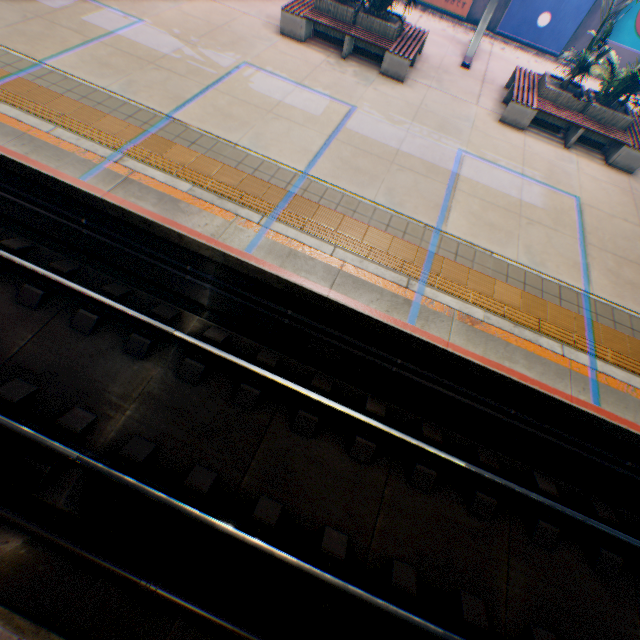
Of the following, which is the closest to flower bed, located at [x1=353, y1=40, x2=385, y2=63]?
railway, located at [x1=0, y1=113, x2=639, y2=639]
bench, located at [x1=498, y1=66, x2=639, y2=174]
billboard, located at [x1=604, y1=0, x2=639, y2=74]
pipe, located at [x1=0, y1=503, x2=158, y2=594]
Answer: bench, located at [x1=498, y1=66, x2=639, y2=174]

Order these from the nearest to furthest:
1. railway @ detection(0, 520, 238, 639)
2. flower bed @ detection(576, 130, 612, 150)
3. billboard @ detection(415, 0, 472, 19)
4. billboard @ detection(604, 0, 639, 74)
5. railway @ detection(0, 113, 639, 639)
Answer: railway @ detection(0, 520, 238, 639)
railway @ detection(0, 113, 639, 639)
flower bed @ detection(576, 130, 612, 150)
billboard @ detection(604, 0, 639, 74)
billboard @ detection(415, 0, 472, 19)

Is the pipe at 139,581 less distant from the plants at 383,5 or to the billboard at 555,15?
the plants at 383,5

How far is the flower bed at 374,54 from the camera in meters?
9.4 m

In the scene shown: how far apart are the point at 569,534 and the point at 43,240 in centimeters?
1058cm

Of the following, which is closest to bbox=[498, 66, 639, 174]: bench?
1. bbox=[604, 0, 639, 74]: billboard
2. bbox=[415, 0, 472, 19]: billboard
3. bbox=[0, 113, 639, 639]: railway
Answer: bbox=[604, 0, 639, 74]: billboard

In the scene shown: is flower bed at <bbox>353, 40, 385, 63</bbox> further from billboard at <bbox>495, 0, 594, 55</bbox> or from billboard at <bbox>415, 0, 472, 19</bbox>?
billboard at <bbox>495, 0, 594, 55</bbox>

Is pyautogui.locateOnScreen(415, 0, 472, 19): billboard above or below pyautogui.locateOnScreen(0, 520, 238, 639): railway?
above
